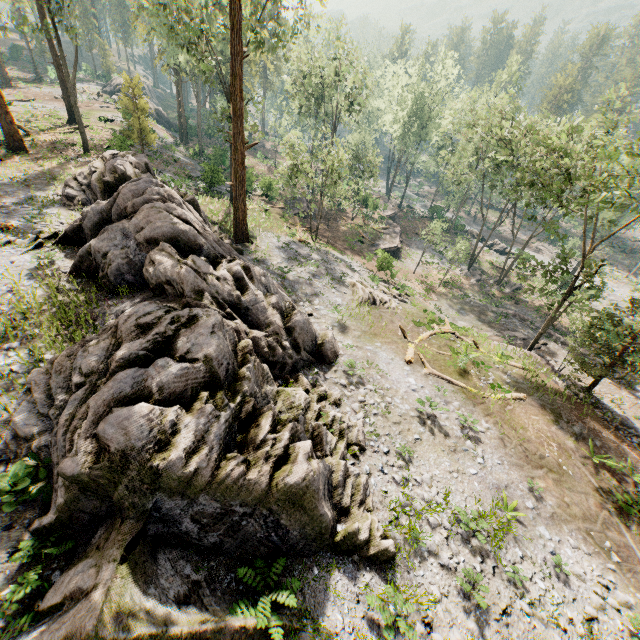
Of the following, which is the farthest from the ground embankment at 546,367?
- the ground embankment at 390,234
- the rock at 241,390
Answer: the ground embankment at 390,234

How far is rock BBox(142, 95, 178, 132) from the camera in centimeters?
5544cm

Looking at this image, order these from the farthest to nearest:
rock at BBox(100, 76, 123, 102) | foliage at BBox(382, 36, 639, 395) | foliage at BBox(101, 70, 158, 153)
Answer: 1. rock at BBox(100, 76, 123, 102)
2. foliage at BBox(101, 70, 158, 153)
3. foliage at BBox(382, 36, 639, 395)

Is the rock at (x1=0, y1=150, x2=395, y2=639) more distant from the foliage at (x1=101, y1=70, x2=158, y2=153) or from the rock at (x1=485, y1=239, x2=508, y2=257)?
the rock at (x1=485, y1=239, x2=508, y2=257)

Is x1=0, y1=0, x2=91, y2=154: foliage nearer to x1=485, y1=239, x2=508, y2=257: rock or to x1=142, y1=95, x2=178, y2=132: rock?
x1=485, y1=239, x2=508, y2=257: rock

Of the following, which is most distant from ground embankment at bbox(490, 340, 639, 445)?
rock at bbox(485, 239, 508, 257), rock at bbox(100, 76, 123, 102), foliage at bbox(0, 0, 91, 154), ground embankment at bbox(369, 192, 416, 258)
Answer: rock at bbox(100, 76, 123, 102)

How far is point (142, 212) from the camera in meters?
12.7

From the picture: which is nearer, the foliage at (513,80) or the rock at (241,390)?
the rock at (241,390)
